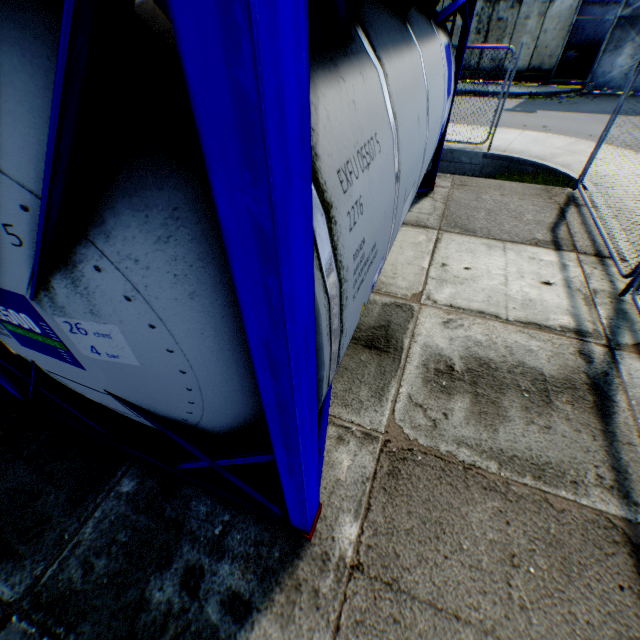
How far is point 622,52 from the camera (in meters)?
15.39

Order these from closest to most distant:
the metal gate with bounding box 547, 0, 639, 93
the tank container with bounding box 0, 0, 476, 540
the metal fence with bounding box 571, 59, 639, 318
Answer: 1. the tank container with bounding box 0, 0, 476, 540
2. the metal fence with bounding box 571, 59, 639, 318
3. the metal gate with bounding box 547, 0, 639, 93

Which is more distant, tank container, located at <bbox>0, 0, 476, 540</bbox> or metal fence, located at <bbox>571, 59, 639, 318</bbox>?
metal fence, located at <bbox>571, 59, 639, 318</bbox>

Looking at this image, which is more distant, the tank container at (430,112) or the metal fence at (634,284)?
the metal fence at (634,284)

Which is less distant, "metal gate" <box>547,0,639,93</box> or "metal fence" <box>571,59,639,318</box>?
"metal fence" <box>571,59,639,318</box>

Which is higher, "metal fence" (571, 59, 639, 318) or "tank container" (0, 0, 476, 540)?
"tank container" (0, 0, 476, 540)

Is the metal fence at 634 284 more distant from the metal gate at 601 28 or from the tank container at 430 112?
the metal gate at 601 28

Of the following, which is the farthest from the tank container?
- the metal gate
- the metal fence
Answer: the metal gate
